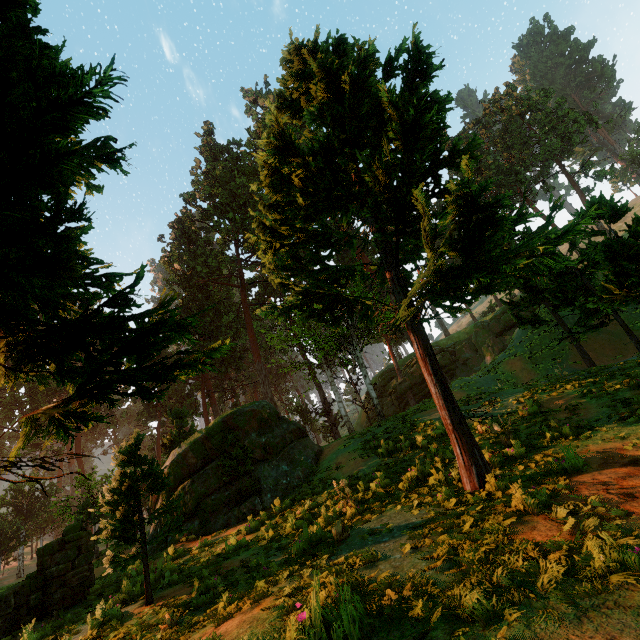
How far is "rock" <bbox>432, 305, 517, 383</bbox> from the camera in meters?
37.8 m

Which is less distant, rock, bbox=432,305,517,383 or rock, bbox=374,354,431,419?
rock, bbox=432,305,517,383

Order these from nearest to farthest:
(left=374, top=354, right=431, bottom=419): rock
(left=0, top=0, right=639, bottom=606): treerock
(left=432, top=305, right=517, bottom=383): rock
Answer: (left=0, top=0, right=639, bottom=606): treerock
(left=432, top=305, right=517, bottom=383): rock
(left=374, top=354, right=431, bottom=419): rock

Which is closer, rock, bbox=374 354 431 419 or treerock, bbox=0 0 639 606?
treerock, bbox=0 0 639 606

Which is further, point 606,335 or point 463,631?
point 606,335

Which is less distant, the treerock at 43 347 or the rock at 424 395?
the treerock at 43 347
